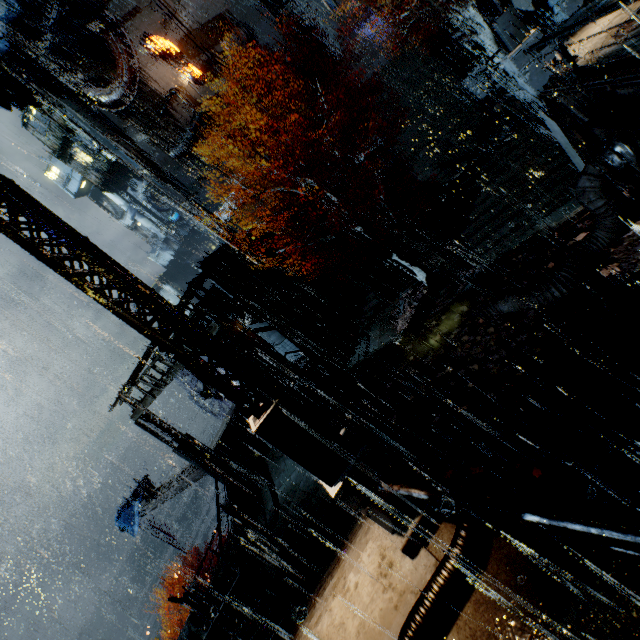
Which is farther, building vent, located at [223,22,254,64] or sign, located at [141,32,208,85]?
building vent, located at [223,22,254,64]

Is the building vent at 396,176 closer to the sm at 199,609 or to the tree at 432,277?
the tree at 432,277

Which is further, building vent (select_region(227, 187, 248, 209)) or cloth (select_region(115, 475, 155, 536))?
building vent (select_region(227, 187, 248, 209))

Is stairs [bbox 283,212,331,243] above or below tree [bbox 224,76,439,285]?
above

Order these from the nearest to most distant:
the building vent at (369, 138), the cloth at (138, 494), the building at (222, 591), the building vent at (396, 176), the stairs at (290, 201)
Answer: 1. the building at (222, 591)
2. the cloth at (138, 494)
3. the building vent at (369, 138)
4. the building vent at (396, 176)
5. the stairs at (290, 201)

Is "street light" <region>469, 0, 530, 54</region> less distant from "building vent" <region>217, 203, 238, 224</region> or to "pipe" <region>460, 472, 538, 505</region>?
"pipe" <region>460, 472, 538, 505</region>

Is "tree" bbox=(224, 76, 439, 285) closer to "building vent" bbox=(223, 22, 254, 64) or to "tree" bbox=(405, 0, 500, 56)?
"tree" bbox=(405, 0, 500, 56)

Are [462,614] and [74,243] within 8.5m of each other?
yes
